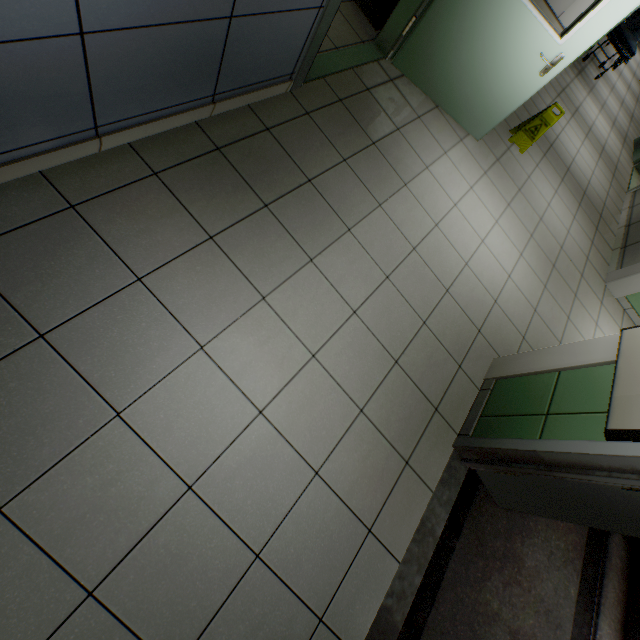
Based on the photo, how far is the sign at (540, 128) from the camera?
4.3m

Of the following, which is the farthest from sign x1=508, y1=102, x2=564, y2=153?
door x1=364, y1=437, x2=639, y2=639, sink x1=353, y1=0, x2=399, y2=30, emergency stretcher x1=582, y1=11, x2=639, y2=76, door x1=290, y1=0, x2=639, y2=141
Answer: emergency stretcher x1=582, y1=11, x2=639, y2=76

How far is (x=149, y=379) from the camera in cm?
164

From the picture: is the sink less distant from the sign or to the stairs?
the sign

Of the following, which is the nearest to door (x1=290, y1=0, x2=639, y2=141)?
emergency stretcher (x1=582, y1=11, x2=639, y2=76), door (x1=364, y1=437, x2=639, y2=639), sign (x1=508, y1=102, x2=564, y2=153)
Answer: sign (x1=508, y1=102, x2=564, y2=153)

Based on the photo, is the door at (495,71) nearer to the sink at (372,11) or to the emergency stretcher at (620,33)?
the sink at (372,11)

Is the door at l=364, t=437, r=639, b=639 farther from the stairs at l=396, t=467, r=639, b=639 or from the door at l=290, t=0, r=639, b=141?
the door at l=290, t=0, r=639, b=141

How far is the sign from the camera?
4.27m
